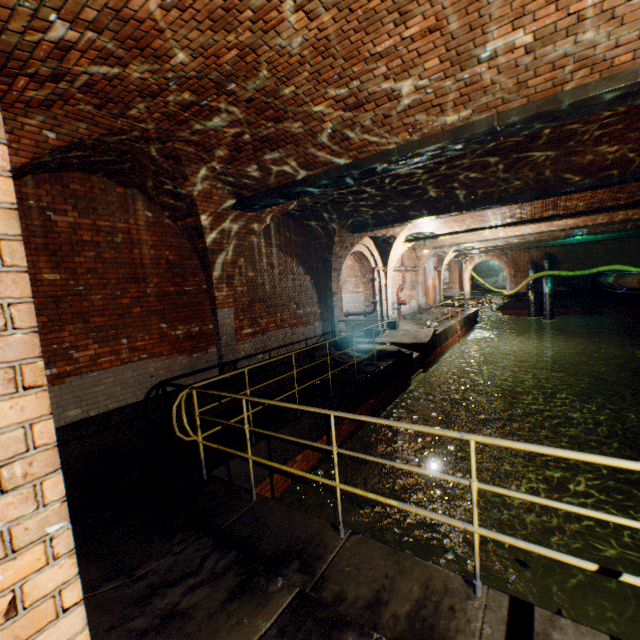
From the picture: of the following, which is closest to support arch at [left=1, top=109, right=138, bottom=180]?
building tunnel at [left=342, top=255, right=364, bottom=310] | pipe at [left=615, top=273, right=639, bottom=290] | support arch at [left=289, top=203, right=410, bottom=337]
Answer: building tunnel at [left=342, top=255, right=364, bottom=310]

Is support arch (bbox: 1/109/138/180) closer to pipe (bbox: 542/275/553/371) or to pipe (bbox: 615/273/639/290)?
pipe (bbox: 615/273/639/290)

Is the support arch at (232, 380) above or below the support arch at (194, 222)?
below

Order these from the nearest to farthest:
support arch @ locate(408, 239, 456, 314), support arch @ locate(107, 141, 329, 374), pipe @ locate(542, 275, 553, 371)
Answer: support arch @ locate(107, 141, 329, 374), support arch @ locate(408, 239, 456, 314), pipe @ locate(542, 275, 553, 371)

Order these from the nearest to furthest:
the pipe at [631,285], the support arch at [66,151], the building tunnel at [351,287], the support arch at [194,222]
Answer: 1. the support arch at [66,151]
2. the support arch at [194,222]
3. the building tunnel at [351,287]
4. the pipe at [631,285]

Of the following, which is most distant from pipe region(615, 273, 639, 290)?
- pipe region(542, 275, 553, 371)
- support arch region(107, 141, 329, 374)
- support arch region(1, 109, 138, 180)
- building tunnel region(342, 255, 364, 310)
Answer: support arch region(1, 109, 138, 180)

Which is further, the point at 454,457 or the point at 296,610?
the point at 454,457

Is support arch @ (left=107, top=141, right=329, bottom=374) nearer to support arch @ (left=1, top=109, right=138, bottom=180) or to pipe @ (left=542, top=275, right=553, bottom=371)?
support arch @ (left=1, top=109, right=138, bottom=180)
